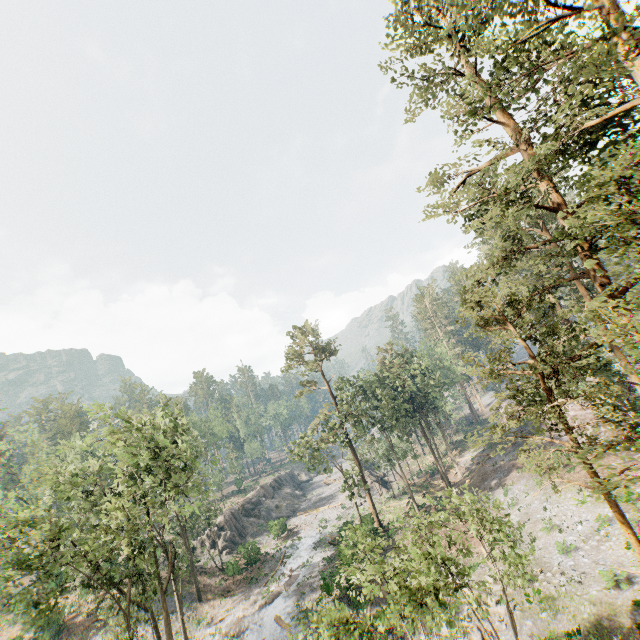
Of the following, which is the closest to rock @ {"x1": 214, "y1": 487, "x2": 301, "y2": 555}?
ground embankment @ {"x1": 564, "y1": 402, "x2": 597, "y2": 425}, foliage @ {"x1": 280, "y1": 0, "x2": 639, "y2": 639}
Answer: foliage @ {"x1": 280, "y1": 0, "x2": 639, "y2": 639}

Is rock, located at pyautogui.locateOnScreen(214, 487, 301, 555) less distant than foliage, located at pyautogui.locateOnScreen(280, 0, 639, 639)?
No

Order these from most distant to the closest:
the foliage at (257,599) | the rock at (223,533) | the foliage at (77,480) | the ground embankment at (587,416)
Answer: the rock at (223,533) < the ground embankment at (587,416) < the foliage at (257,599) < the foliage at (77,480)

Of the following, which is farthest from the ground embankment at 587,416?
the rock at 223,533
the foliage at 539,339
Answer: the rock at 223,533

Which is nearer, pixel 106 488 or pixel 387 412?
pixel 106 488

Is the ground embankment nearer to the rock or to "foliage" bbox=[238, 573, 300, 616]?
"foliage" bbox=[238, 573, 300, 616]

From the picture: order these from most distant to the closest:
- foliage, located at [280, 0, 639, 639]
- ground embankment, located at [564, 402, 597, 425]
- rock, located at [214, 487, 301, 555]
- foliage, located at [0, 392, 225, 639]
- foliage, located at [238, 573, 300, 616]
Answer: rock, located at [214, 487, 301, 555] → ground embankment, located at [564, 402, 597, 425] → foliage, located at [238, 573, 300, 616] → foliage, located at [0, 392, 225, 639] → foliage, located at [280, 0, 639, 639]
